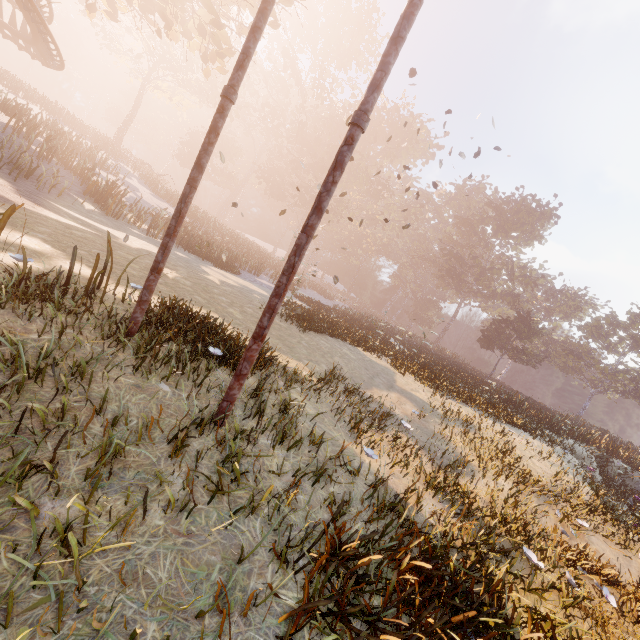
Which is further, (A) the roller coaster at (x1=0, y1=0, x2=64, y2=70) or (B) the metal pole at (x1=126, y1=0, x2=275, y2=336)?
(A) the roller coaster at (x1=0, y1=0, x2=64, y2=70)

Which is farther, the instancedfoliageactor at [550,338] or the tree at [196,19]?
the tree at [196,19]

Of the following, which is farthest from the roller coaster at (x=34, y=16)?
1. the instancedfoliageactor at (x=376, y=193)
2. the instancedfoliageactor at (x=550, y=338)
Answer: the instancedfoliageactor at (x=376, y=193)

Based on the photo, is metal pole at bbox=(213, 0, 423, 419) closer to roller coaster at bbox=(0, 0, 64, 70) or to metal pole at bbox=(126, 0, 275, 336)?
roller coaster at bbox=(0, 0, 64, 70)

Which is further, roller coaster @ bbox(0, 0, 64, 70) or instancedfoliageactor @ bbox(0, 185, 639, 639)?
roller coaster @ bbox(0, 0, 64, 70)

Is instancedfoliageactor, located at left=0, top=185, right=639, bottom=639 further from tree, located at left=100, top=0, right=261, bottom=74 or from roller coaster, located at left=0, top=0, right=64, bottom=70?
roller coaster, located at left=0, top=0, right=64, bottom=70

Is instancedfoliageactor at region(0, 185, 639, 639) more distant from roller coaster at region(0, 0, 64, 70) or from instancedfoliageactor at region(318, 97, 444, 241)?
roller coaster at region(0, 0, 64, 70)

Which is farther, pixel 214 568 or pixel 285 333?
pixel 285 333
